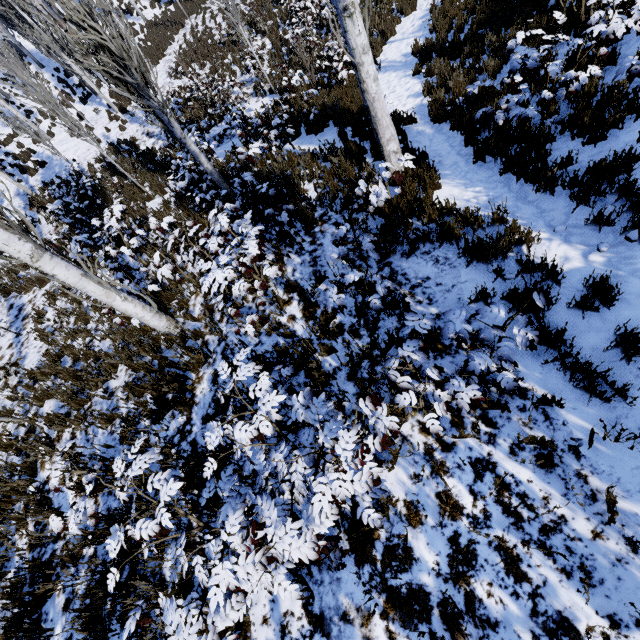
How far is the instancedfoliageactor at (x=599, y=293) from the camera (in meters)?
3.27

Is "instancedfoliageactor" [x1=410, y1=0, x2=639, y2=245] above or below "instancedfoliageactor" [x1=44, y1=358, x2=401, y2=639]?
below

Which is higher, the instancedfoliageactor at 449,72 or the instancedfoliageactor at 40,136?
the instancedfoliageactor at 40,136

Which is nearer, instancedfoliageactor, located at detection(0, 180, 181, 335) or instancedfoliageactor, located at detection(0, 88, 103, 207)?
instancedfoliageactor, located at detection(0, 180, 181, 335)

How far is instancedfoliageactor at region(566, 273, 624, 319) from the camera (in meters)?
3.27

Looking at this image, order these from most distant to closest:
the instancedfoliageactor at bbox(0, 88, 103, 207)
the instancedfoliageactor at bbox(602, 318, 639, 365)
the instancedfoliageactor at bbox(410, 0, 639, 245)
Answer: the instancedfoliageactor at bbox(0, 88, 103, 207) < the instancedfoliageactor at bbox(410, 0, 639, 245) < the instancedfoliageactor at bbox(602, 318, 639, 365)

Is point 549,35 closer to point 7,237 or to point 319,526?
point 319,526
